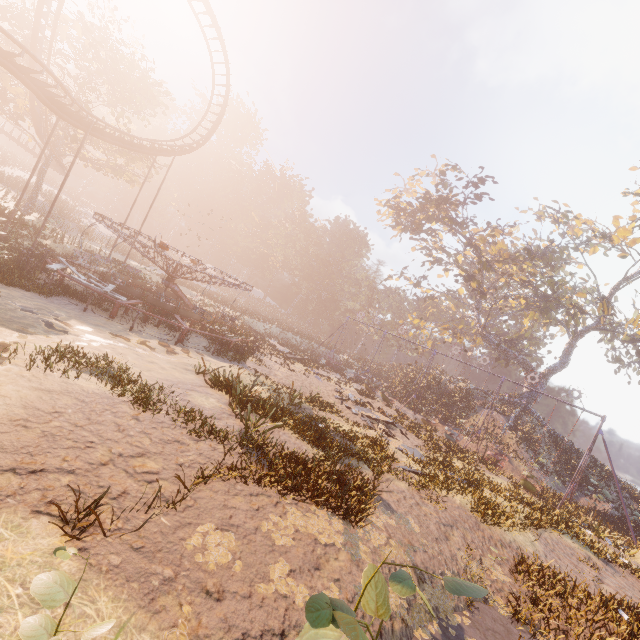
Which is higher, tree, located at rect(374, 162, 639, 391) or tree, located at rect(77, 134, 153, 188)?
tree, located at rect(374, 162, 639, 391)

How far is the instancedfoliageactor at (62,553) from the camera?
2.1 meters

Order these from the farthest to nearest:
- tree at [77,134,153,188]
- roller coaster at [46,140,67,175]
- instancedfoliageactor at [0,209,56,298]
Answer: tree at [77,134,153,188]
roller coaster at [46,140,67,175]
instancedfoliageactor at [0,209,56,298]

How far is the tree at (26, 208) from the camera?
30.83m

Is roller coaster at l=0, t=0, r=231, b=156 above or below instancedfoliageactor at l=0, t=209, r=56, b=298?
above

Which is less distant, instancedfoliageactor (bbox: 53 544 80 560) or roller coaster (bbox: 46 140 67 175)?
instancedfoliageactor (bbox: 53 544 80 560)

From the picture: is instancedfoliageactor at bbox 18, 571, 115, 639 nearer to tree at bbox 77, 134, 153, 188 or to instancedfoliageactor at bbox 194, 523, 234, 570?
instancedfoliageactor at bbox 194, 523, 234, 570

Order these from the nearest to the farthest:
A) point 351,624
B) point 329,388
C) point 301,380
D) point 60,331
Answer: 1. point 351,624
2. point 60,331
3. point 301,380
4. point 329,388
